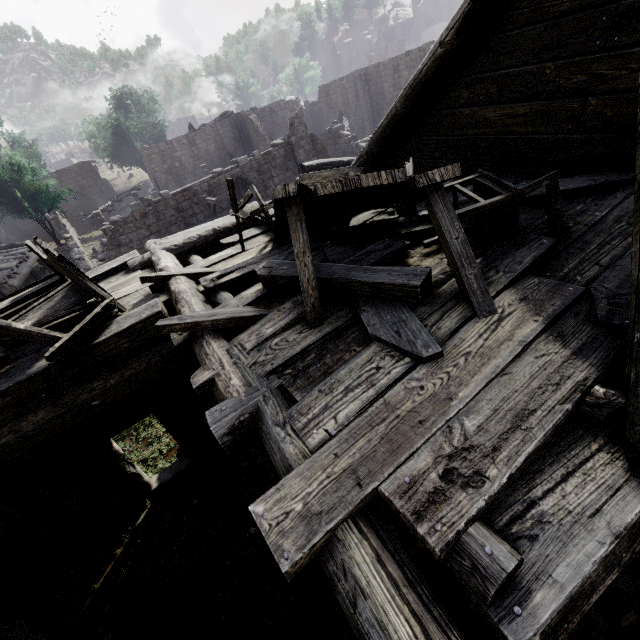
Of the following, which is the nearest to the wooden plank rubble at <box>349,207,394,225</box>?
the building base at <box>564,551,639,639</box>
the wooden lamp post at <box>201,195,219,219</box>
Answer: the building base at <box>564,551,639,639</box>

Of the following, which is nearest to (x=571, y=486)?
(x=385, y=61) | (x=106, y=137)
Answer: (x=385, y=61)

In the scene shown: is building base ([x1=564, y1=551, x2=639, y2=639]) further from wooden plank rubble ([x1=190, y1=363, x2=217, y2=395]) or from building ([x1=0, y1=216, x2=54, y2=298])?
wooden plank rubble ([x1=190, y1=363, x2=217, y2=395])

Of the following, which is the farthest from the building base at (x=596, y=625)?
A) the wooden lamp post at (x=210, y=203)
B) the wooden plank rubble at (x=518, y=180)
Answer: the wooden lamp post at (x=210, y=203)

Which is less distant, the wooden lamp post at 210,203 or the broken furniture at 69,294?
the broken furniture at 69,294

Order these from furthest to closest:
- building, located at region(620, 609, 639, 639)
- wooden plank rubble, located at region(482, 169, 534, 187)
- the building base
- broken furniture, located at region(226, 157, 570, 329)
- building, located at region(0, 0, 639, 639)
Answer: the building base
wooden plank rubble, located at region(482, 169, 534, 187)
building, located at region(620, 609, 639, 639)
broken furniture, located at region(226, 157, 570, 329)
building, located at region(0, 0, 639, 639)
